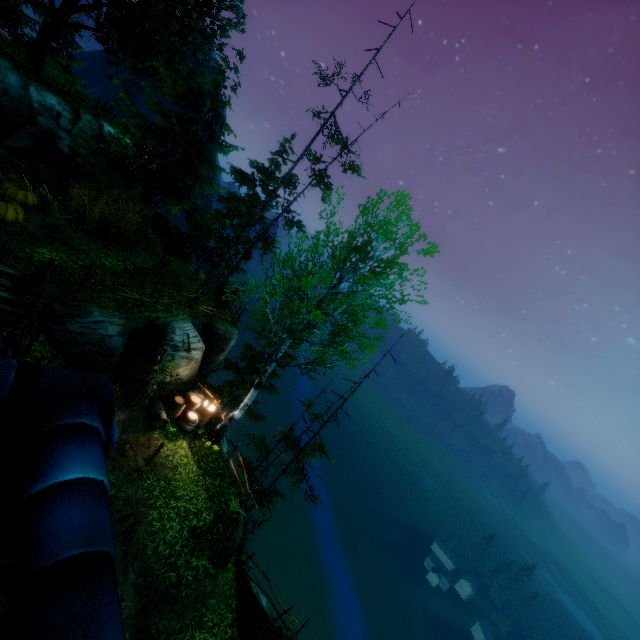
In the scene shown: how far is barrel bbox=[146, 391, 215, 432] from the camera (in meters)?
12.93

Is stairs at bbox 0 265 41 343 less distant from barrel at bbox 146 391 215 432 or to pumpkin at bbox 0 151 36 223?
pumpkin at bbox 0 151 36 223

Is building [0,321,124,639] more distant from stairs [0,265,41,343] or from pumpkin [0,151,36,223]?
stairs [0,265,41,343]

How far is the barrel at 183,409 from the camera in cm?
1293

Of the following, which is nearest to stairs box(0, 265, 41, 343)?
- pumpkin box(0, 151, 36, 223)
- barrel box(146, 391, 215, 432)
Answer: pumpkin box(0, 151, 36, 223)

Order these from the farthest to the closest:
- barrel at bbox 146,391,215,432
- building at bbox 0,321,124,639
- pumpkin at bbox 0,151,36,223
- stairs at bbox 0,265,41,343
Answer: barrel at bbox 146,391,215,432
pumpkin at bbox 0,151,36,223
stairs at bbox 0,265,41,343
building at bbox 0,321,124,639

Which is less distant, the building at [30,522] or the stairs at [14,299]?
the building at [30,522]

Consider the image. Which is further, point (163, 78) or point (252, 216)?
point (163, 78)
